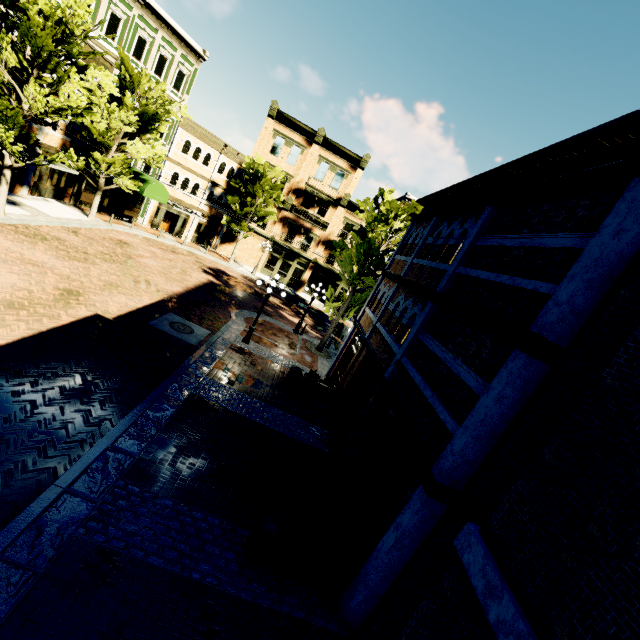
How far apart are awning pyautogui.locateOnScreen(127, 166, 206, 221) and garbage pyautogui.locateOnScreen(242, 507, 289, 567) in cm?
2360

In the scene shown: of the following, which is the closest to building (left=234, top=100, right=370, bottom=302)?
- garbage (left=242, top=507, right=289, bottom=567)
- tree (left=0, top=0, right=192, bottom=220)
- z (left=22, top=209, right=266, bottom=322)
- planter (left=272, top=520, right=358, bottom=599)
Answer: z (left=22, top=209, right=266, bottom=322)

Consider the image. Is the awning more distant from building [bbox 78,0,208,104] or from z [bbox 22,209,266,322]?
z [bbox 22,209,266,322]

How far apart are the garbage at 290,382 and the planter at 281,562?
6.9m

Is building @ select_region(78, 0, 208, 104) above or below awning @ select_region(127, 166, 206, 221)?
above

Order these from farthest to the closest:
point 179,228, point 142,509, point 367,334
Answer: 1. point 179,228
2. point 367,334
3. point 142,509

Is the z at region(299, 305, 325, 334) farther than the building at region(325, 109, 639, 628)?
Yes

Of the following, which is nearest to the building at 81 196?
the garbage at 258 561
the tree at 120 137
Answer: the tree at 120 137
